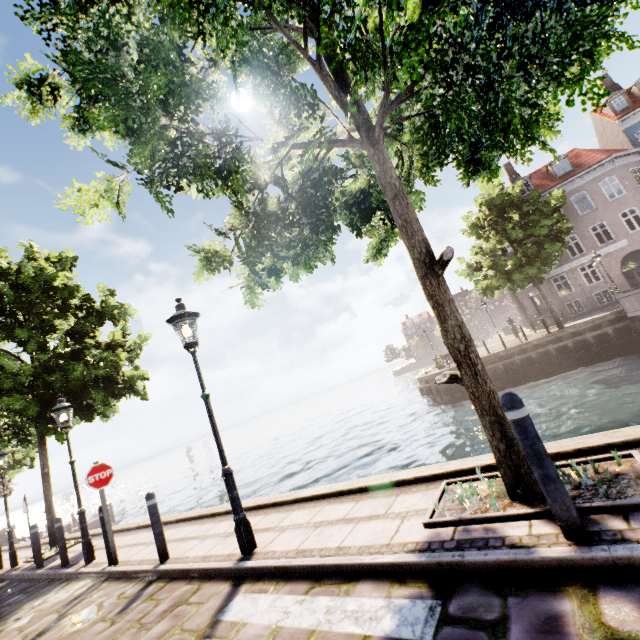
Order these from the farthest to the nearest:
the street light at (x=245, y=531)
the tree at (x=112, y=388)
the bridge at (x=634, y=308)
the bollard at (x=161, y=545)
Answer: the bridge at (x=634, y=308)
the tree at (x=112, y=388)
the bollard at (x=161, y=545)
the street light at (x=245, y=531)

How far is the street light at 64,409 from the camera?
7.2m

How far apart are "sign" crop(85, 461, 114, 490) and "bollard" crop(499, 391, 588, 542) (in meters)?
7.57

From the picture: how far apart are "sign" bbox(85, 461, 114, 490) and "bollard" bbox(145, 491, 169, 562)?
1.60m

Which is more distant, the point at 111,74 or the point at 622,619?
the point at 111,74

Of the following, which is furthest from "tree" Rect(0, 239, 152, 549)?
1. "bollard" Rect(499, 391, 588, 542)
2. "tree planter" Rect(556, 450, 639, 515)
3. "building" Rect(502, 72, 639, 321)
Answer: "building" Rect(502, 72, 639, 321)

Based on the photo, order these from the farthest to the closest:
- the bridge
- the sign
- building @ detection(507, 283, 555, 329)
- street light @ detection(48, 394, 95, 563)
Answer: building @ detection(507, 283, 555, 329) → the bridge → street light @ detection(48, 394, 95, 563) → the sign

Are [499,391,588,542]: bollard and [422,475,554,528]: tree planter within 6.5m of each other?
yes
